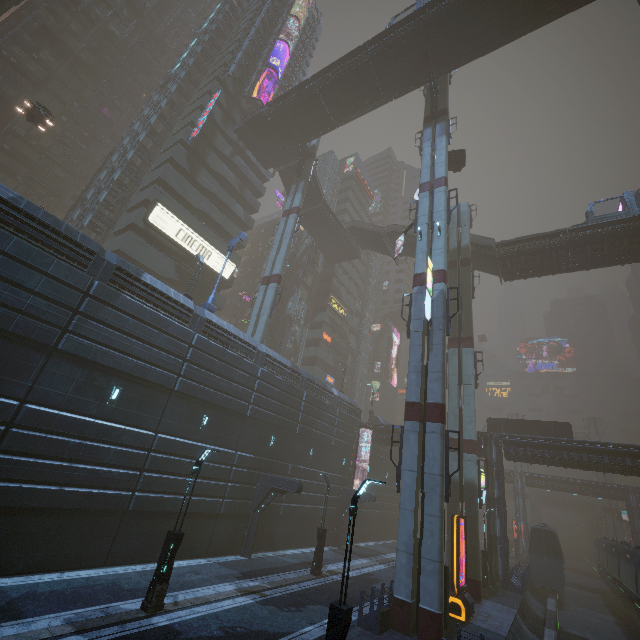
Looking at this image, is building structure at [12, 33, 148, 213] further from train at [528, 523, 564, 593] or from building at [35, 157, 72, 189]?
train at [528, 523, 564, 593]

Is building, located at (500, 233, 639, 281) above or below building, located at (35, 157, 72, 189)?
below

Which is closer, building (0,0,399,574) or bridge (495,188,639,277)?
building (0,0,399,574)

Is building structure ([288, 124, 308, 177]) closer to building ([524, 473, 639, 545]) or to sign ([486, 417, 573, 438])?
building ([524, 473, 639, 545])

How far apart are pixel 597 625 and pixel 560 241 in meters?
32.3 m

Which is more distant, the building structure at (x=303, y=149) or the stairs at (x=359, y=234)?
the stairs at (x=359, y=234)

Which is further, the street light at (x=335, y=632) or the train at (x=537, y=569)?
the train at (x=537, y=569)

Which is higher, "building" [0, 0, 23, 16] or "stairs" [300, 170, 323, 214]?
"building" [0, 0, 23, 16]
